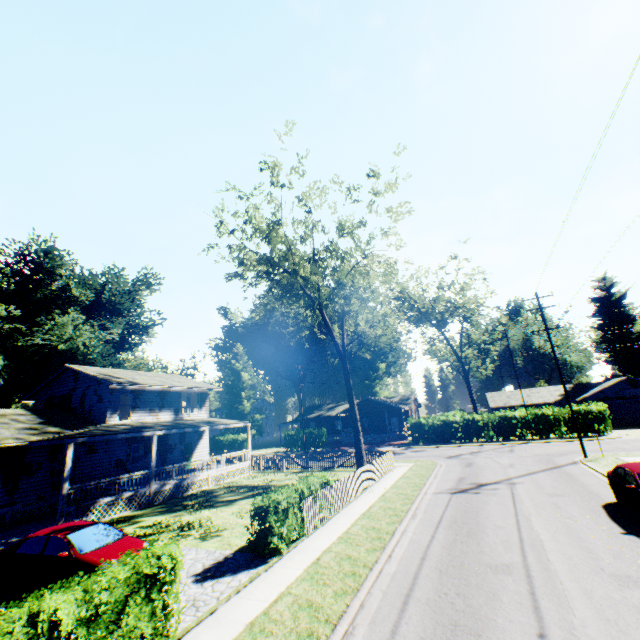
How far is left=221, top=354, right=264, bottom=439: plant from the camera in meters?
55.9 m

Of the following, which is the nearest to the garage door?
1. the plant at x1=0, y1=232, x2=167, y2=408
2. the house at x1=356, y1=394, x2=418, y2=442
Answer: the house at x1=356, y1=394, x2=418, y2=442

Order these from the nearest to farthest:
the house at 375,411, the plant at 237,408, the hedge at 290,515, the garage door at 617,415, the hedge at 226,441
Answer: the hedge at 290,515 < the garage door at 617,415 < the house at 375,411 < the hedge at 226,441 < the plant at 237,408

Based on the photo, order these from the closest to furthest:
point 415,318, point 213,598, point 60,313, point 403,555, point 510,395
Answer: point 213,598 → point 403,555 → point 60,313 → point 415,318 → point 510,395

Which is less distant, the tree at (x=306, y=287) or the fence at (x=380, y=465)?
the fence at (x=380, y=465)

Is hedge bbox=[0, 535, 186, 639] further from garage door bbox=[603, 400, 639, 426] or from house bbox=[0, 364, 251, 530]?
garage door bbox=[603, 400, 639, 426]

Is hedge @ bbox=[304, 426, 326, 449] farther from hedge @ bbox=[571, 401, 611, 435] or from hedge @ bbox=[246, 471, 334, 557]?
hedge @ bbox=[246, 471, 334, 557]

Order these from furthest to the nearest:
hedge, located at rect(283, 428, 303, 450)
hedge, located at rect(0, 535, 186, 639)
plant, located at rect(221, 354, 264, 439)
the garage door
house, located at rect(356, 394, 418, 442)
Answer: plant, located at rect(221, 354, 264, 439) < house, located at rect(356, 394, 418, 442) < hedge, located at rect(283, 428, 303, 450) < the garage door < hedge, located at rect(0, 535, 186, 639)
